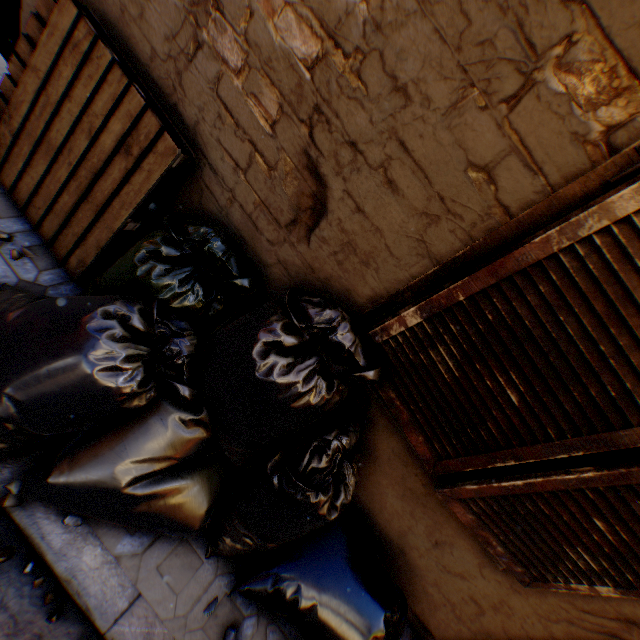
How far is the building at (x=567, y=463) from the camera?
4.55m

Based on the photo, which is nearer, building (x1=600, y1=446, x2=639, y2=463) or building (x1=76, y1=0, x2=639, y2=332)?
building (x1=76, y1=0, x2=639, y2=332)

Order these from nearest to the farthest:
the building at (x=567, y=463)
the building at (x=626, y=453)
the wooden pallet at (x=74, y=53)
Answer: the wooden pallet at (x=74, y=53)
the building at (x=567, y=463)
the building at (x=626, y=453)

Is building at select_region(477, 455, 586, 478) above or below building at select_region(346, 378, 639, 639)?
below

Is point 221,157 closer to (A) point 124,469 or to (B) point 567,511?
(A) point 124,469

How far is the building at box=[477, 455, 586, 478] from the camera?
4.6m

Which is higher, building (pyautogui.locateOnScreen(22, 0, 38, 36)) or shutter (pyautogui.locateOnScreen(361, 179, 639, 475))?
shutter (pyautogui.locateOnScreen(361, 179, 639, 475))
